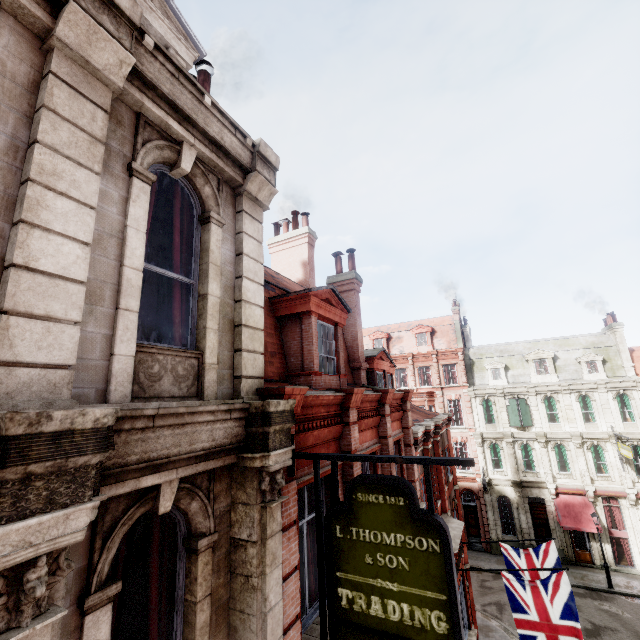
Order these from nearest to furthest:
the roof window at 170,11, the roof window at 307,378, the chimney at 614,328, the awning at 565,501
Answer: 1. the roof window at 170,11
2. the roof window at 307,378
3. the awning at 565,501
4. the chimney at 614,328

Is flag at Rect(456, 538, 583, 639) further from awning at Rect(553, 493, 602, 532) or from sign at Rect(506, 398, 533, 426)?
sign at Rect(506, 398, 533, 426)

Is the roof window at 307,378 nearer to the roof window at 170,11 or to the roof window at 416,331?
the roof window at 170,11

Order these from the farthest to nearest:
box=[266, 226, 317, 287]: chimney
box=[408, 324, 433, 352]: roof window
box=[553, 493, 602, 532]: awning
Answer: box=[408, 324, 433, 352]: roof window < box=[553, 493, 602, 532]: awning < box=[266, 226, 317, 287]: chimney

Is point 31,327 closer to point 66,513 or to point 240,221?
point 66,513

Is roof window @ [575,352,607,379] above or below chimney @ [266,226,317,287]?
below

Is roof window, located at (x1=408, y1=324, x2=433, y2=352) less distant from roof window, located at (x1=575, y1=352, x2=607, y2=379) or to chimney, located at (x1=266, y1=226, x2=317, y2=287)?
roof window, located at (x1=575, y1=352, x2=607, y2=379)

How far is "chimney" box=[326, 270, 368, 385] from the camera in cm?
1193
